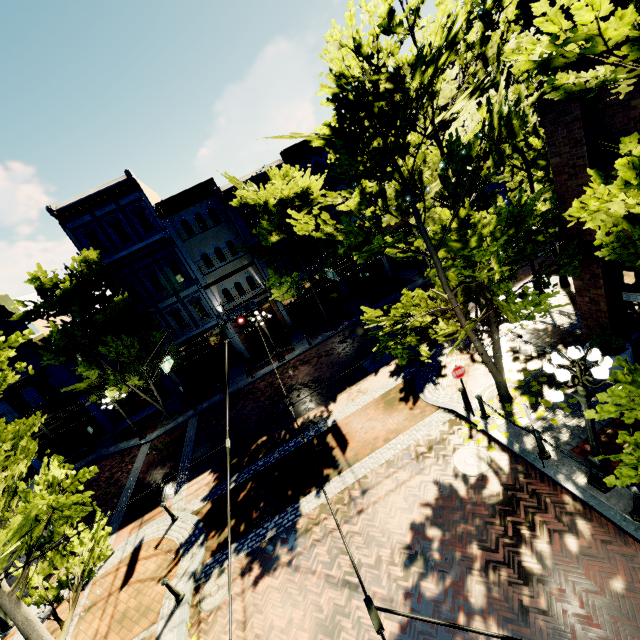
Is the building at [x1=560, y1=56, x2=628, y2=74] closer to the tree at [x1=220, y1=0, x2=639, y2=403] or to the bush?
the tree at [x1=220, y1=0, x2=639, y2=403]

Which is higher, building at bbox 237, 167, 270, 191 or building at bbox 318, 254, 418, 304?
building at bbox 237, 167, 270, 191

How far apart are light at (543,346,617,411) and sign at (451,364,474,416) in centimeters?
282cm

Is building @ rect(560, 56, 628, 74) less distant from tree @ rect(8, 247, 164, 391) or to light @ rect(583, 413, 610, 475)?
tree @ rect(8, 247, 164, 391)

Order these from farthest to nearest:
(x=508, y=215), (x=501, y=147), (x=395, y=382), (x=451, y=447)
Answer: (x=395, y=382) < (x=501, y=147) < (x=451, y=447) < (x=508, y=215)

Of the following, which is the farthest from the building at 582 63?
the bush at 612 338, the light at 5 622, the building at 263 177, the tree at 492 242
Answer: the bush at 612 338

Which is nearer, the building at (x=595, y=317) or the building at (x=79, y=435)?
the building at (x=595, y=317)

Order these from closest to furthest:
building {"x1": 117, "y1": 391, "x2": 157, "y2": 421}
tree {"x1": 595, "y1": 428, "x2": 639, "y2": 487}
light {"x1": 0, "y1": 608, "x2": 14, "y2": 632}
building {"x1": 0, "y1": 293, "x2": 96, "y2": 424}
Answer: tree {"x1": 595, "y1": 428, "x2": 639, "y2": 487}, light {"x1": 0, "y1": 608, "x2": 14, "y2": 632}, building {"x1": 0, "y1": 293, "x2": 96, "y2": 424}, building {"x1": 117, "y1": 391, "x2": 157, "y2": 421}
